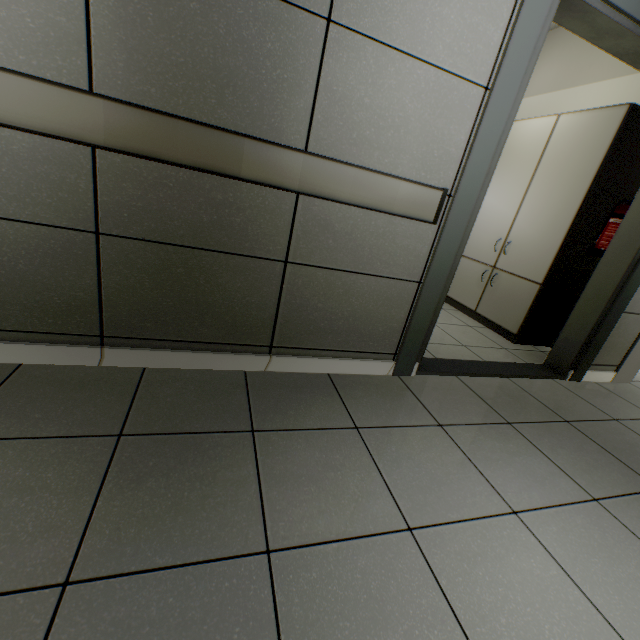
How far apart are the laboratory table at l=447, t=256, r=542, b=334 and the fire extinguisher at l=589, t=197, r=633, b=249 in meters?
0.5

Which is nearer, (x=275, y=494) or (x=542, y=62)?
(x=275, y=494)

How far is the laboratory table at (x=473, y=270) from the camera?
3.16m

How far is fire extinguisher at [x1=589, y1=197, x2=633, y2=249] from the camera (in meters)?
2.48

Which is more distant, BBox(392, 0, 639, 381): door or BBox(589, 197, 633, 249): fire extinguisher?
BBox(589, 197, 633, 249): fire extinguisher

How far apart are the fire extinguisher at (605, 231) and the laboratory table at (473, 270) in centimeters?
50cm

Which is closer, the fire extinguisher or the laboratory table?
the fire extinguisher

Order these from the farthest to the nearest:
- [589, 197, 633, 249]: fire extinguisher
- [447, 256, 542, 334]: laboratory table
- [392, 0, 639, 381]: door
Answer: [447, 256, 542, 334]: laboratory table < [589, 197, 633, 249]: fire extinguisher < [392, 0, 639, 381]: door
